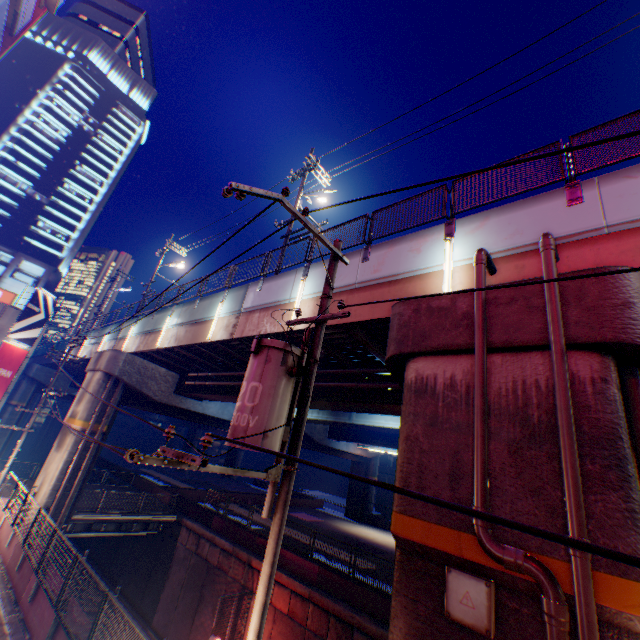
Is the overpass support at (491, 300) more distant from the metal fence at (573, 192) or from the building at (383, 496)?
the building at (383, 496)

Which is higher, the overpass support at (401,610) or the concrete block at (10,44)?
the concrete block at (10,44)

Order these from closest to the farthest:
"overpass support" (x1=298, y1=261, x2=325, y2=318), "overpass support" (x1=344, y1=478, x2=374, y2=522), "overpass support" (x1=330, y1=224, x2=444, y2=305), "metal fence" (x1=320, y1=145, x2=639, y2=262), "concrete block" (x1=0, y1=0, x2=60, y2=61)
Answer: "metal fence" (x1=320, y1=145, x2=639, y2=262), "overpass support" (x1=330, y1=224, x2=444, y2=305), "overpass support" (x1=298, y1=261, x2=325, y2=318), "concrete block" (x1=0, y1=0, x2=60, y2=61), "overpass support" (x1=344, y1=478, x2=374, y2=522)

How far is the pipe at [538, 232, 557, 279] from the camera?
5.31m

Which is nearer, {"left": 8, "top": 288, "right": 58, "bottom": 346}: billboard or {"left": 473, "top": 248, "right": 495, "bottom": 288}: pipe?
{"left": 473, "top": 248, "right": 495, "bottom": 288}: pipe

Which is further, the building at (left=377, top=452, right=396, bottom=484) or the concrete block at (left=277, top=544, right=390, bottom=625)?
the building at (left=377, top=452, right=396, bottom=484)

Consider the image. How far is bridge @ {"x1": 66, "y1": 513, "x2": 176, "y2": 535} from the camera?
19.3m

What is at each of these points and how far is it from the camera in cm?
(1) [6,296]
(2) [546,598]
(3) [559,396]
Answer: (1) sign, 2419
(2) pipe, 378
(3) pipe, 452
